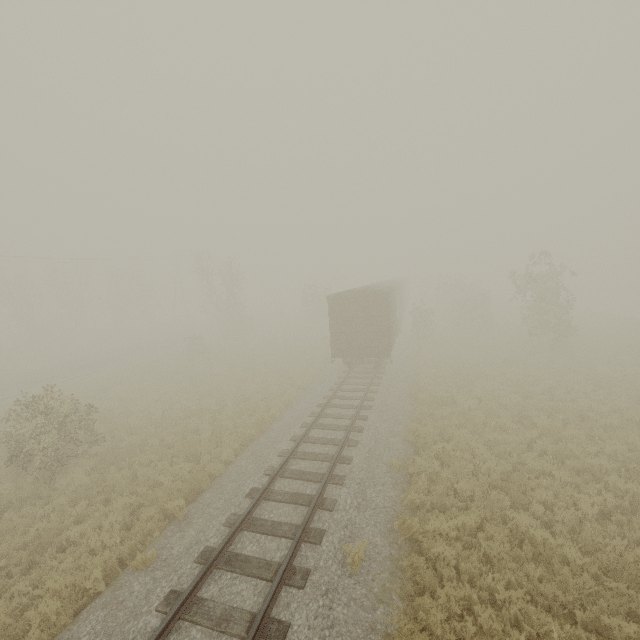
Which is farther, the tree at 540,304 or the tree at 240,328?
the tree at 240,328

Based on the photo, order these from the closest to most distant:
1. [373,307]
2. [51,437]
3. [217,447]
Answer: [51,437] < [217,447] < [373,307]

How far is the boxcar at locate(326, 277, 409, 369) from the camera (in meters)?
17.84

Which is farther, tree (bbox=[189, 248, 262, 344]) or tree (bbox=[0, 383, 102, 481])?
tree (bbox=[189, 248, 262, 344])

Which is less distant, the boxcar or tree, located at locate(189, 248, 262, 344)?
the boxcar

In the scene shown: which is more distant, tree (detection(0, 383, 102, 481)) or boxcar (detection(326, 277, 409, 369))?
boxcar (detection(326, 277, 409, 369))

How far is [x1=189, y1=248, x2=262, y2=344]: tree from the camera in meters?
33.8

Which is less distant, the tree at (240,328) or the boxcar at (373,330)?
the boxcar at (373,330)
